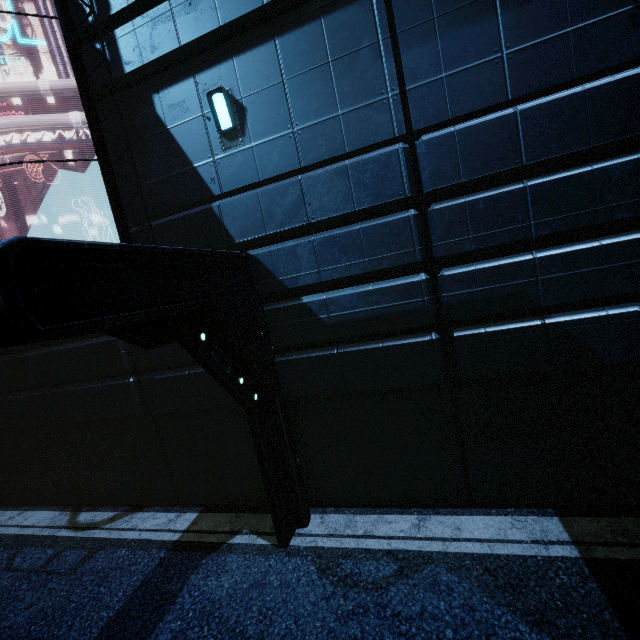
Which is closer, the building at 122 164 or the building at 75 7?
the building at 75 7

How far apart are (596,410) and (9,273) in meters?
6.7 m

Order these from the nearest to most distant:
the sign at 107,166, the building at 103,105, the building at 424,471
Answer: the building at 424,471
the sign at 107,166
the building at 103,105

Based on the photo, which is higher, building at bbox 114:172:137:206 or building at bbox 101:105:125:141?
building at bbox 101:105:125:141

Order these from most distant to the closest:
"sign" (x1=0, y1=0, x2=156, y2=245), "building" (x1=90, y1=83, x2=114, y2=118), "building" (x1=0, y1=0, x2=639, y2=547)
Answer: "building" (x1=90, y1=83, x2=114, y2=118), "sign" (x1=0, y1=0, x2=156, y2=245), "building" (x1=0, y1=0, x2=639, y2=547)

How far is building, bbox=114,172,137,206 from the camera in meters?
6.0
